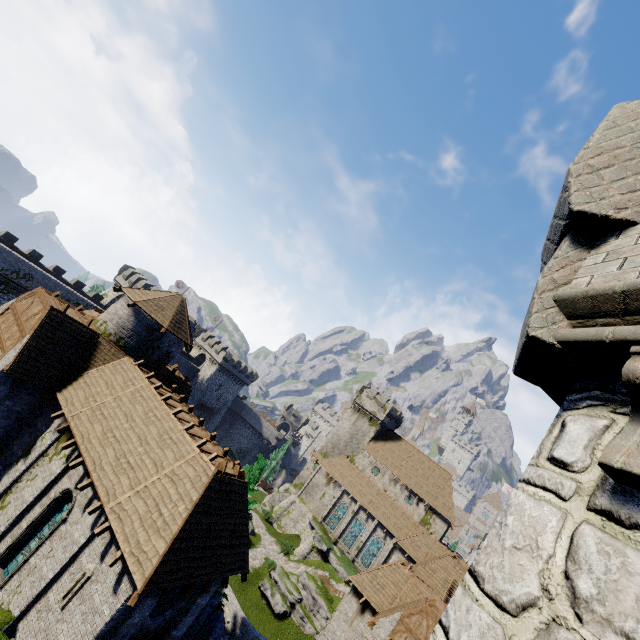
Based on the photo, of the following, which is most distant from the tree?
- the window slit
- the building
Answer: the window slit

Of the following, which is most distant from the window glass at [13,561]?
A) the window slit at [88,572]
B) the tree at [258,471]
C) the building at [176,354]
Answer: the tree at [258,471]

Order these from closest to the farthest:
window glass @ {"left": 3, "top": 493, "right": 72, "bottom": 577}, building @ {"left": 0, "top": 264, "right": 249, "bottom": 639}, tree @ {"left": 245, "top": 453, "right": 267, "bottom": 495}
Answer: building @ {"left": 0, "top": 264, "right": 249, "bottom": 639} < window glass @ {"left": 3, "top": 493, "right": 72, "bottom": 577} < tree @ {"left": 245, "top": 453, "right": 267, "bottom": 495}

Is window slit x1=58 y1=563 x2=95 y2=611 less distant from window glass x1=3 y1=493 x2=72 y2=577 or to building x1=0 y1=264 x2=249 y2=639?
building x1=0 y1=264 x2=249 y2=639

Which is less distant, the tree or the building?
the building

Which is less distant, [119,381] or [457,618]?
[457,618]

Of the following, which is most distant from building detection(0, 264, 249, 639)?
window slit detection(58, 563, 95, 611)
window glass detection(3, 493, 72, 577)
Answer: window glass detection(3, 493, 72, 577)

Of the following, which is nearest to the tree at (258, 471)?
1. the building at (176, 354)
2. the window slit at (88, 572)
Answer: the building at (176, 354)
